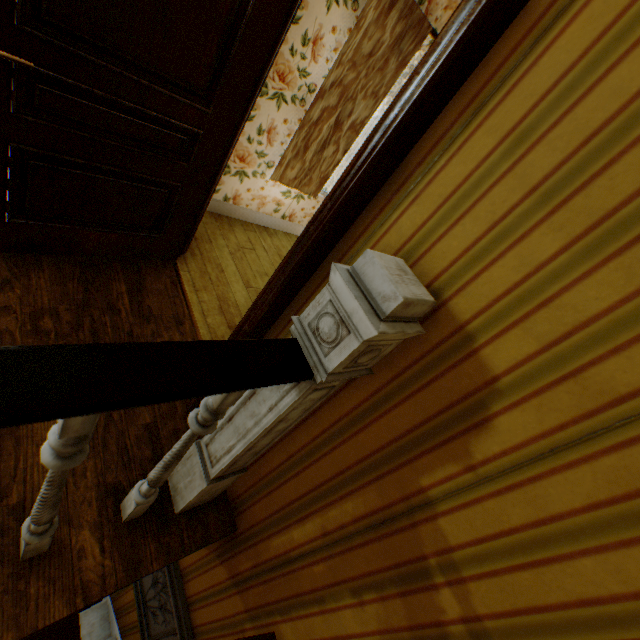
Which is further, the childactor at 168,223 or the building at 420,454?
the childactor at 168,223

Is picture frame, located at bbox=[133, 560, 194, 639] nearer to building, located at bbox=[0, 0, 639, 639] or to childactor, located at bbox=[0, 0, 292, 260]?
building, located at bbox=[0, 0, 639, 639]

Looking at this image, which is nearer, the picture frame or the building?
the building

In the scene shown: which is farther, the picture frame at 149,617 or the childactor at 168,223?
the picture frame at 149,617

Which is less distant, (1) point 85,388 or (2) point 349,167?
(1) point 85,388

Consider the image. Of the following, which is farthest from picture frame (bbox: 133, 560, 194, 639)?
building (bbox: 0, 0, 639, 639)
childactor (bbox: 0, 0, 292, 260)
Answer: childactor (bbox: 0, 0, 292, 260)

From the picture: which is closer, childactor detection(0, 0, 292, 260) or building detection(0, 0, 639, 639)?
building detection(0, 0, 639, 639)
